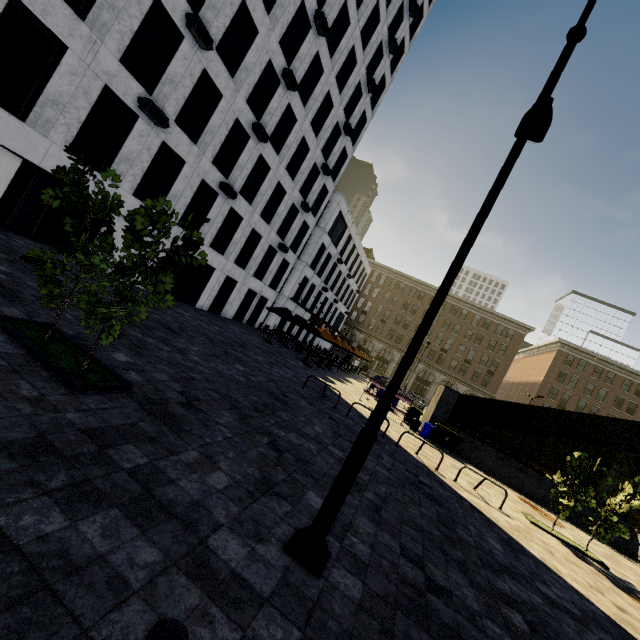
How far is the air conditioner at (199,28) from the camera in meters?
13.1 m

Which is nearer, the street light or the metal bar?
the metal bar

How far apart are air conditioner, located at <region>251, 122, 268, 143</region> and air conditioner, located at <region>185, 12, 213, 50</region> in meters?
4.2

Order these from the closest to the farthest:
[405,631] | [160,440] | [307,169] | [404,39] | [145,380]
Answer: [405,631]
[160,440]
[145,380]
[307,169]
[404,39]

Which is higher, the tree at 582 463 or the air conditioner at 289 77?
the air conditioner at 289 77

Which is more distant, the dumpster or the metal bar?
the dumpster

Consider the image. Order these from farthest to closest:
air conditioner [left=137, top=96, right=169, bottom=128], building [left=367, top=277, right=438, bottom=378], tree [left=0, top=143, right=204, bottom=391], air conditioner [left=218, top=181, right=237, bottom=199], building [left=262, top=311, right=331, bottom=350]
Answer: building [left=367, top=277, right=438, bottom=378] < building [left=262, top=311, right=331, bottom=350] < air conditioner [left=218, top=181, right=237, bottom=199] < air conditioner [left=137, top=96, right=169, bottom=128] < tree [left=0, top=143, right=204, bottom=391]

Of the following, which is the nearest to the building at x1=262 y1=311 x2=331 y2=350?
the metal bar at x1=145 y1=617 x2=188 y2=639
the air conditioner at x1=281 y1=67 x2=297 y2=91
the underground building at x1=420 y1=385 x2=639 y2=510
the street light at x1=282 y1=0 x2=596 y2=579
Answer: the underground building at x1=420 y1=385 x2=639 y2=510
